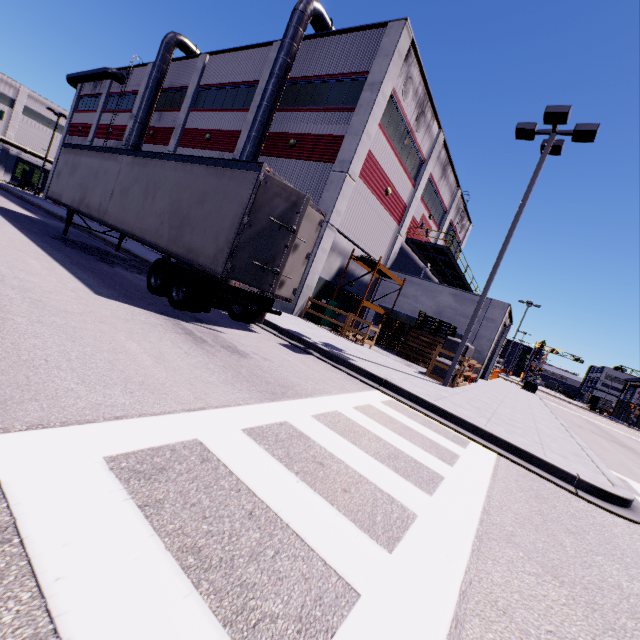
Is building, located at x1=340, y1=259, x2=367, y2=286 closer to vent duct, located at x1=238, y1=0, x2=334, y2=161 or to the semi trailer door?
vent duct, located at x1=238, y1=0, x2=334, y2=161

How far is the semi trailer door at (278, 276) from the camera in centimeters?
745cm

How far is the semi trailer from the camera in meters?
7.6 m

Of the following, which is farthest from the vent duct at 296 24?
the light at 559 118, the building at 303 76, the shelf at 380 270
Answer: the light at 559 118

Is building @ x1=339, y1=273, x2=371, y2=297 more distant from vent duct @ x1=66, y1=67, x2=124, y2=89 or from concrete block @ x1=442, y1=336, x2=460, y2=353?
concrete block @ x1=442, y1=336, x2=460, y2=353

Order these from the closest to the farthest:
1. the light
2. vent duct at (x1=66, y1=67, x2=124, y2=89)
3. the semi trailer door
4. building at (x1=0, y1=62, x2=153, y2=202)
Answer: the semi trailer door, the light, building at (x1=0, y1=62, x2=153, y2=202), vent duct at (x1=66, y1=67, x2=124, y2=89)

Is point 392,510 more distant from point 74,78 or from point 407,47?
point 74,78
